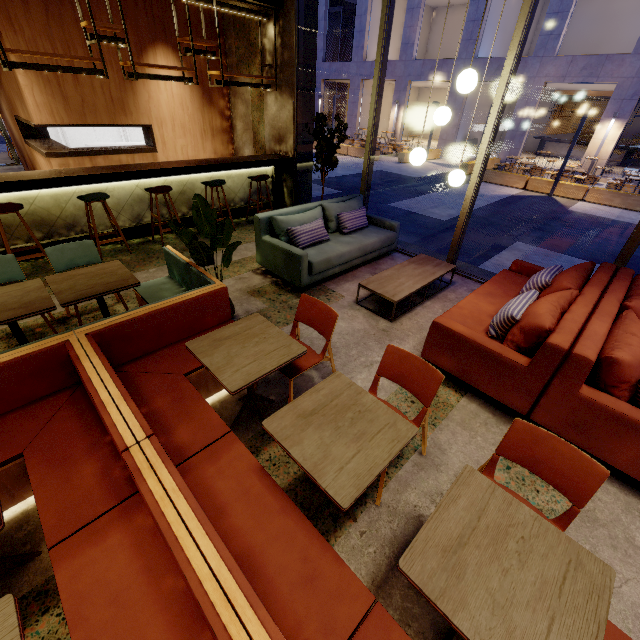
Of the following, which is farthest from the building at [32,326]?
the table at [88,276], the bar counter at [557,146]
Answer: the bar counter at [557,146]

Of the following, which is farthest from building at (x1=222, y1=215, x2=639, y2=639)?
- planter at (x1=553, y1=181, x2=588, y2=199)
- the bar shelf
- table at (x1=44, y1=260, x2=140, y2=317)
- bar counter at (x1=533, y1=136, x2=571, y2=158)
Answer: bar counter at (x1=533, y1=136, x2=571, y2=158)

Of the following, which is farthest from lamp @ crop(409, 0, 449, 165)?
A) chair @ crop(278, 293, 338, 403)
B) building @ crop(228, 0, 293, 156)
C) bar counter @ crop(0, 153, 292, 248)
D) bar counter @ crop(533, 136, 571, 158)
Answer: bar counter @ crop(533, 136, 571, 158)

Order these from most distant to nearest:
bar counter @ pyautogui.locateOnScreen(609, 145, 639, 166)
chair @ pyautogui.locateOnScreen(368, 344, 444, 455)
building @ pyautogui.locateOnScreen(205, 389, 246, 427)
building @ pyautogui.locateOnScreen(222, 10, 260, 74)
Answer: bar counter @ pyautogui.locateOnScreen(609, 145, 639, 166)
building @ pyautogui.locateOnScreen(222, 10, 260, 74)
building @ pyautogui.locateOnScreen(205, 389, 246, 427)
chair @ pyautogui.locateOnScreen(368, 344, 444, 455)

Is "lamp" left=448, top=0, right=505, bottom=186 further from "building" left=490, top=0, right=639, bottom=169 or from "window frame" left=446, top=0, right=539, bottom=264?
"building" left=490, top=0, right=639, bottom=169

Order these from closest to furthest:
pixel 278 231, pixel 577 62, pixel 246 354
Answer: pixel 246 354
pixel 278 231
pixel 577 62

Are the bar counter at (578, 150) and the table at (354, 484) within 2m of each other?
no

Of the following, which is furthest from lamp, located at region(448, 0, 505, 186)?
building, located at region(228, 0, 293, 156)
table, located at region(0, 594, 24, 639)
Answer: table, located at region(0, 594, 24, 639)
